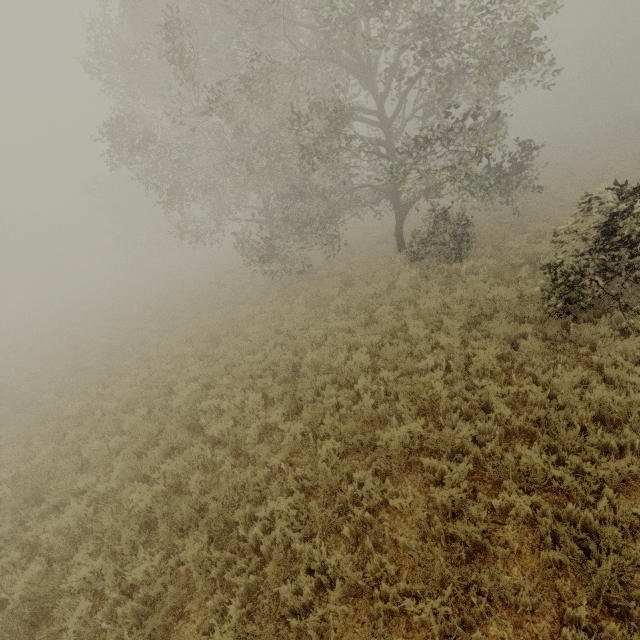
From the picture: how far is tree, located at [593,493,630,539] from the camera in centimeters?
376cm

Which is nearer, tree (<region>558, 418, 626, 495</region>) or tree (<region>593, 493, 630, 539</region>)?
tree (<region>593, 493, 630, 539</region>)

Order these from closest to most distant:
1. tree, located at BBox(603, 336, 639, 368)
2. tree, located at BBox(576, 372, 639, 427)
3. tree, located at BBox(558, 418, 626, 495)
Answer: tree, located at BBox(558, 418, 626, 495) → tree, located at BBox(576, 372, 639, 427) → tree, located at BBox(603, 336, 639, 368)

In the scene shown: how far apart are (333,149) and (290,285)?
6.7 meters

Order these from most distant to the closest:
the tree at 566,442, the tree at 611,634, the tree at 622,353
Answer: the tree at 622,353 → the tree at 566,442 → the tree at 611,634

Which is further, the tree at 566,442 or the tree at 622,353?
the tree at 622,353
